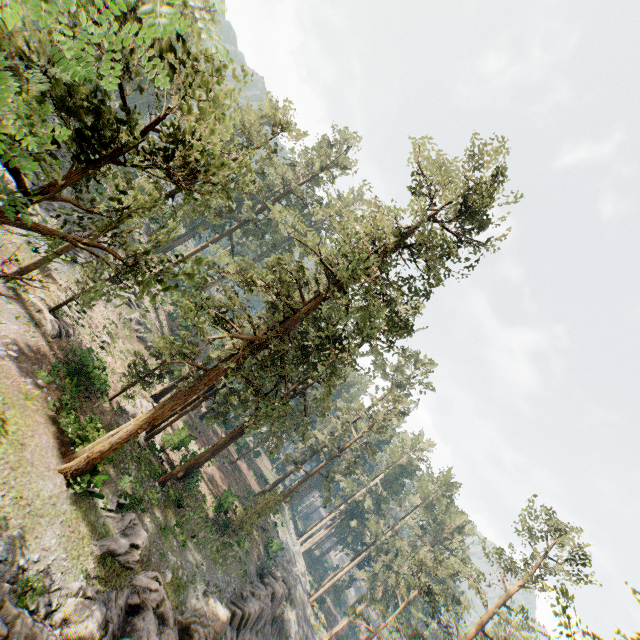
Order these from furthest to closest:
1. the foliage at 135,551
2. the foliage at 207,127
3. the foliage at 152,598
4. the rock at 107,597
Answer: the foliage at 152,598 → the foliage at 135,551 → the rock at 107,597 → the foliage at 207,127

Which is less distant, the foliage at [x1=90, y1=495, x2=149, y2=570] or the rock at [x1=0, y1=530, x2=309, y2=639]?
the rock at [x1=0, y1=530, x2=309, y2=639]

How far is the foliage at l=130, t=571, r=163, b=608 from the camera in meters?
18.0

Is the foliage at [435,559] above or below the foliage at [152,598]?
above

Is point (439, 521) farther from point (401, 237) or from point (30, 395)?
point (30, 395)

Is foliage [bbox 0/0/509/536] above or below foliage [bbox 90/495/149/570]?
above
